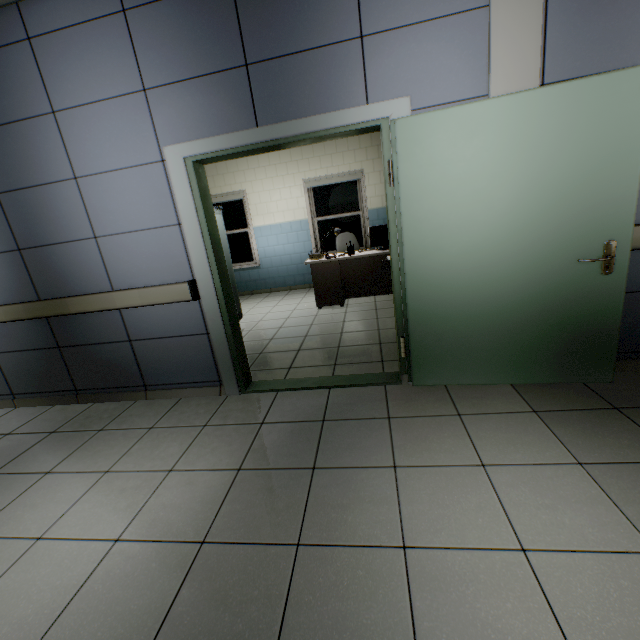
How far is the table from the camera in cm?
538

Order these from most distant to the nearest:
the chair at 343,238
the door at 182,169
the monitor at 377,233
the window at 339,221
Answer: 1. the window at 339,221
2. the chair at 343,238
3. the monitor at 377,233
4. the door at 182,169

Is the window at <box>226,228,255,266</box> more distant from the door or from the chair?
the door

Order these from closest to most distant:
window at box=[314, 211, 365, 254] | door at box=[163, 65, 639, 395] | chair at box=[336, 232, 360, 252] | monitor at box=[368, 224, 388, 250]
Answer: door at box=[163, 65, 639, 395], monitor at box=[368, 224, 388, 250], chair at box=[336, 232, 360, 252], window at box=[314, 211, 365, 254]

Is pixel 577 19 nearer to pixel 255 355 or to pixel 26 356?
pixel 255 355

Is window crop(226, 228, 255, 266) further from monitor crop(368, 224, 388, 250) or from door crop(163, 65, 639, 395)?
door crop(163, 65, 639, 395)

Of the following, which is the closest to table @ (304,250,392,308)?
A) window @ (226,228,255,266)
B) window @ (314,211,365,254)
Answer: window @ (314,211,365,254)

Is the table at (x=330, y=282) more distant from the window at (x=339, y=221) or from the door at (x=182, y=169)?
the door at (x=182, y=169)
